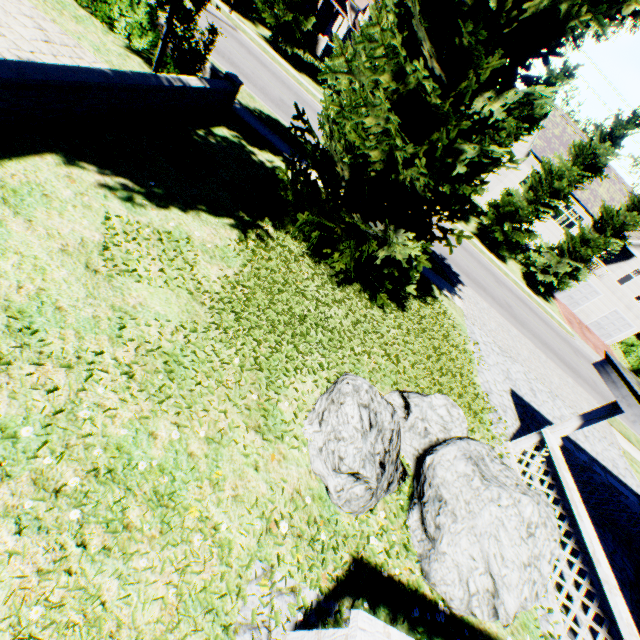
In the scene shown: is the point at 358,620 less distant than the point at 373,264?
Yes

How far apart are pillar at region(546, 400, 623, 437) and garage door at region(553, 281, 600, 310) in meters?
31.6

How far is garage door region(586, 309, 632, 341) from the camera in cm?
3266

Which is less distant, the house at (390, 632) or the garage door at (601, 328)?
the house at (390, 632)

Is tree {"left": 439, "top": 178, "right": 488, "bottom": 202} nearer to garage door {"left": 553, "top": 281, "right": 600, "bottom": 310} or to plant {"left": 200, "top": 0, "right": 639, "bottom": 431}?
plant {"left": 200, "top": 0, "right": 639, "bottom": 431}

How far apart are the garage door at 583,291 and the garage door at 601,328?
2.15m

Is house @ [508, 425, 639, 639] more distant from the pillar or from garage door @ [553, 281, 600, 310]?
garage door @ [553, 281, 600, 310]

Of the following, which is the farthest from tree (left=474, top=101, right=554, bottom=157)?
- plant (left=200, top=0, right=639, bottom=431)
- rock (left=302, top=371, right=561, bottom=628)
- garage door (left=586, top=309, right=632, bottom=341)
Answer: Result: rock (left=302, top=371, right=561, bottom=628)
